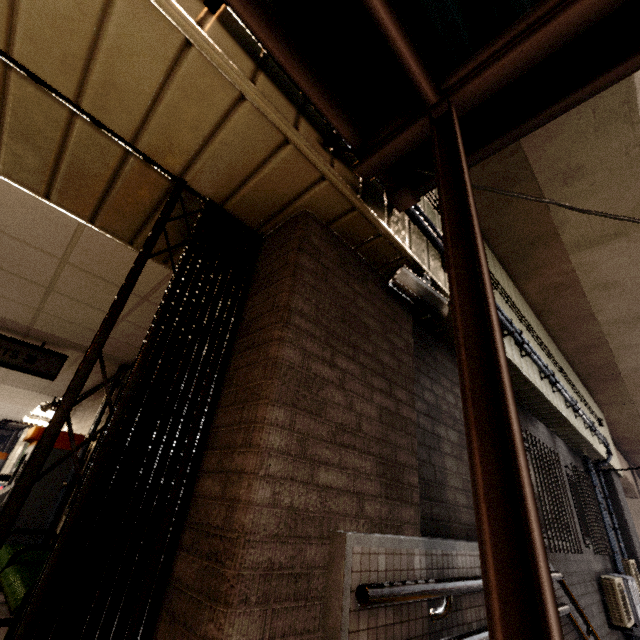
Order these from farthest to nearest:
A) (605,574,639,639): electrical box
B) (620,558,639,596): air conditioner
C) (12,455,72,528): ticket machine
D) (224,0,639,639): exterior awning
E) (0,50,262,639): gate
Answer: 1. (620,558,639,596): air conditioner
2. (605,574,639,639): electrical box
3. (12,455,72,528): ticket machine
4. (0,50,262,639): gate
5. (224,0,639,639): exterior awning

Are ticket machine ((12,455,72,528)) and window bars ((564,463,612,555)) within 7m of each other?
no

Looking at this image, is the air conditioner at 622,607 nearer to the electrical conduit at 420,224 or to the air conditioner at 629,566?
the electrical conduit at 420,224

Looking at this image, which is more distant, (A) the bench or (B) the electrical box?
(B) the electrical box

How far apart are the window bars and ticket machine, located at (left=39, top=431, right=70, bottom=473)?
8.2 meters

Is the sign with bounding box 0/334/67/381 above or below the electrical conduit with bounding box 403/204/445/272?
below

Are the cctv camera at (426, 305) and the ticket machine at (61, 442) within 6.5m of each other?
yes

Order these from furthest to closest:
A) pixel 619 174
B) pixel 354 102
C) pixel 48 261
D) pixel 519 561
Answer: pixel 619 174
pixel 48 261
pixel 354 102
pixel 519 561
